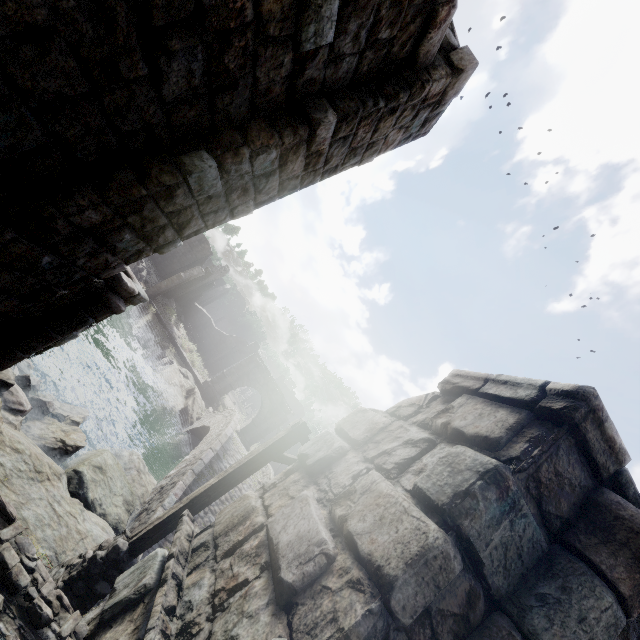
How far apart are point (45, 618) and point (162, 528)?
2.6m

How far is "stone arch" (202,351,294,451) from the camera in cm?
3097

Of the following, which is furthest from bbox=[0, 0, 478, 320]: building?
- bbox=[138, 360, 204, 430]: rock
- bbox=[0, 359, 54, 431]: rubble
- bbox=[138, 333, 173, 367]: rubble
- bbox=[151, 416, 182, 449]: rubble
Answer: bbox=[151, 416, 182, 449]: rubble

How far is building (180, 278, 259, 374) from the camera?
41.3 meters

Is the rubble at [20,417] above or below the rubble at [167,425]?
above

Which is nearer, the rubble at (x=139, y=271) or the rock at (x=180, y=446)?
the rock at (x=180, y=446)

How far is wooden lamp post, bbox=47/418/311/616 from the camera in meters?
5.0

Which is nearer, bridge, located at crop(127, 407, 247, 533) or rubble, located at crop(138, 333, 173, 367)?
bridge, located at crop(127, 407, 247, 533)
